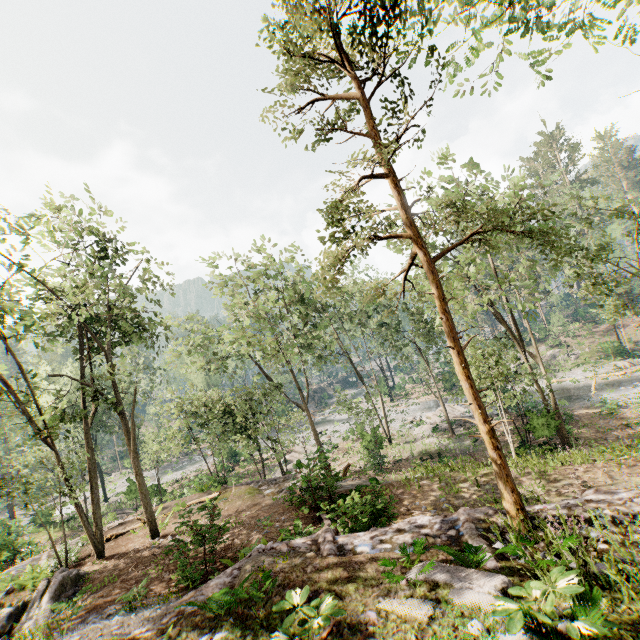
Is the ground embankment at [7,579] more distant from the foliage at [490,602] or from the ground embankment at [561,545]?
the ground embankment at [561,545]

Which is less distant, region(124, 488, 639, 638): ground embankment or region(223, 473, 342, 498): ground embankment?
region(124, 488, 639, 638): ground embankment

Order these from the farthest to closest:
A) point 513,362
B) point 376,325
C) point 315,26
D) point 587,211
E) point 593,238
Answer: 1. point 587,211
2. point 376,325
3. point 593,238
4. point 513,362
5. point 315,26

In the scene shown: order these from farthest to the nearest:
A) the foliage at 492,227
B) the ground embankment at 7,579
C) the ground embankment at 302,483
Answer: the ground embankment at 7,579 → the ground embankment at 302,483 → the foliage at 492,227

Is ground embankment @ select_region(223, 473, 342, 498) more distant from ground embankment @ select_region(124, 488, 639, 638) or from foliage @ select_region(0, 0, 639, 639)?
ground embankment @ select_region(124, 488, 639, 638)

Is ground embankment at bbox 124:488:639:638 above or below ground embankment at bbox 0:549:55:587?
above

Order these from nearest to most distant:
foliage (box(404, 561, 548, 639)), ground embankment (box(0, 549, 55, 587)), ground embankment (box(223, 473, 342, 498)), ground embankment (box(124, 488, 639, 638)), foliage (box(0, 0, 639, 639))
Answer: foliage (box(404, 561, 548, 639)) < ground embankment (box(124, 488, 639, 638)) < foliage (box(0, 0, 639, 639)) < ground embankment (box(223, 473, 342, 498)) < ground embankment (box(0, 549, 55, 587))

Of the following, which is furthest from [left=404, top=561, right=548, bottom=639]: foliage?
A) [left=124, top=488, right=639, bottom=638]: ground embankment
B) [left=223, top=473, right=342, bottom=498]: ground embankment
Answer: [left=124, top=488, right=639, bottom=638]: ground embankment
